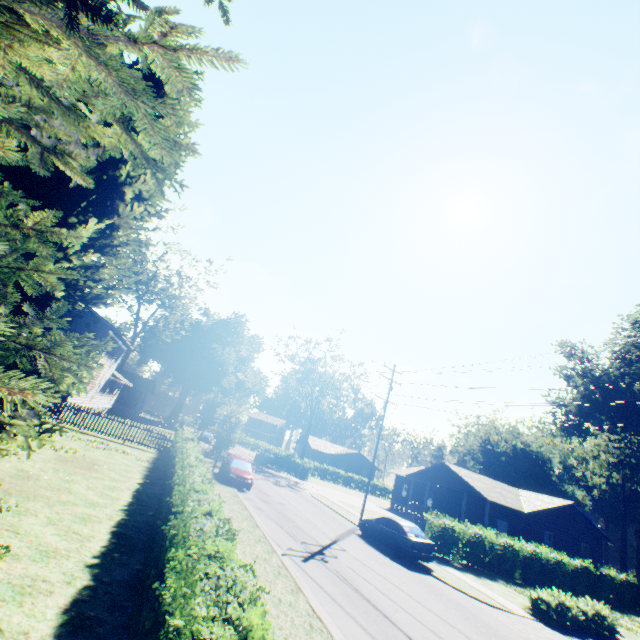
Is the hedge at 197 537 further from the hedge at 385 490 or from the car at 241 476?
the hedge at 385 490

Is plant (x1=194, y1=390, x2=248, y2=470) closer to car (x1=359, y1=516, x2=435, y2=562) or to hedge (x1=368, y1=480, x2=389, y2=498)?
car (x1=359, y1=516, x2=435, y2=562)

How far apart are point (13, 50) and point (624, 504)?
73.9m

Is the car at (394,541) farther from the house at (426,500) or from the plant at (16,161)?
the house at (426,500)

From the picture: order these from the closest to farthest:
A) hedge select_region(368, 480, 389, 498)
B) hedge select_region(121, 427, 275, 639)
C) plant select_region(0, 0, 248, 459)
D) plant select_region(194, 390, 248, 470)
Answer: plant select_region(0, 0, 248, 459), hedge select_region(121, 427, 275, 639), plant select_region(194, 390, 248, 470), hedge select_region(368, 480, 389, 498)

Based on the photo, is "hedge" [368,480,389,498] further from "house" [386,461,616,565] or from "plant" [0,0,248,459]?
"plant" [0,0,248,459]

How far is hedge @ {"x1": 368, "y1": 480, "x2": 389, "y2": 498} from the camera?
58.8m

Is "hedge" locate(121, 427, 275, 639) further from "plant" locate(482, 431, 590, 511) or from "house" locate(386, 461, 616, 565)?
"house" locate(386, 461, 616, 565)
